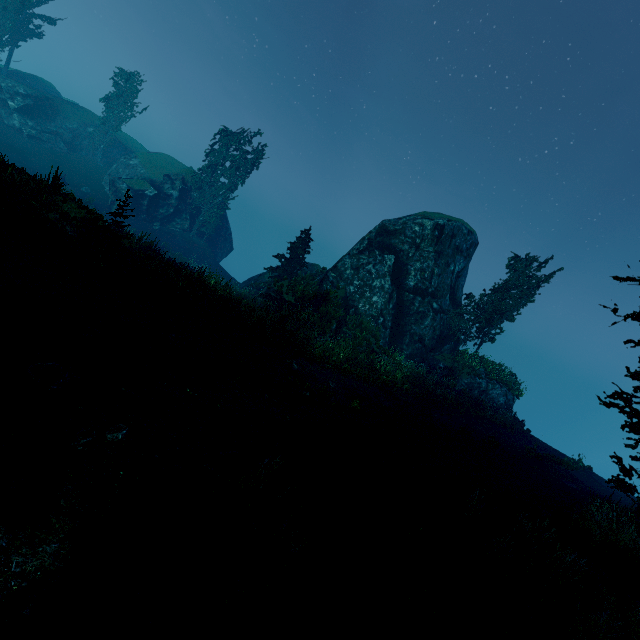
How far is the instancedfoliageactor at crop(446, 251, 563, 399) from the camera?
25.75m

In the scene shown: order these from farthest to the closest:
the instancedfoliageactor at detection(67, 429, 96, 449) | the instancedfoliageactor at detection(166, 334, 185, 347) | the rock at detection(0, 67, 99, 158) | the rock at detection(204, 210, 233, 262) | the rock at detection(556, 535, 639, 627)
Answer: the rock at detection(204, 210, 233, 262), the rock at detection(0, 67, 99, 158), the instancedfoliageactor at detection(166, 334, 185, 347), the rock at detection(556, 535, 639, 627), the instancedfoliageactor at detection(67, 429, 96, 449)

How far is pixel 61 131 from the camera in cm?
3650

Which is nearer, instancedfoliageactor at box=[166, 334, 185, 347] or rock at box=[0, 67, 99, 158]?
instancedfoliageactor at box=[166, 334, 185, 347]

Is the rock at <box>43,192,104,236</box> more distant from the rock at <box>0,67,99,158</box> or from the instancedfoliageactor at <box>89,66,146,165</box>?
the rock at <box>0,67,99,158</box>

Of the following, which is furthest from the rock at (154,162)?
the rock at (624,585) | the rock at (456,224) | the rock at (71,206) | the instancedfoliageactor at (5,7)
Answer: the rock at (624,585)

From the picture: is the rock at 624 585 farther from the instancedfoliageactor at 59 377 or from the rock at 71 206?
the rock at 71 206

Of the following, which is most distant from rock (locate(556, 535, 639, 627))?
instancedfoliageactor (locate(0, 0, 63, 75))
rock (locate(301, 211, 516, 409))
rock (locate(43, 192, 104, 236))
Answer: rock (locate(43, 192, 104, 236))
